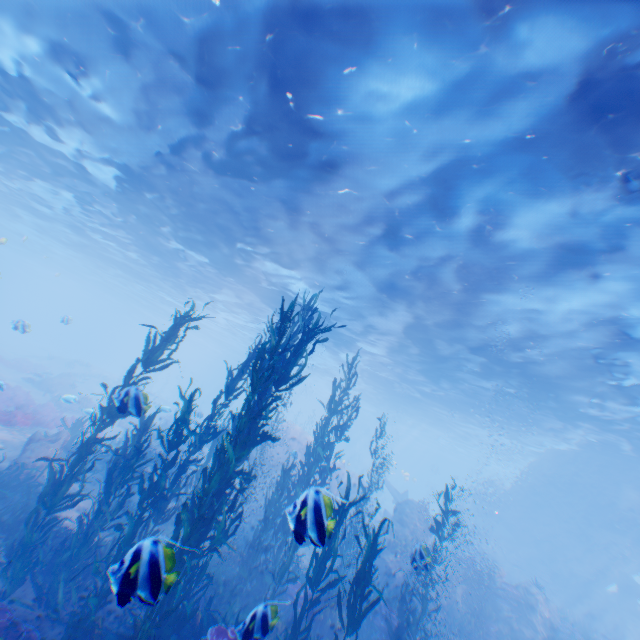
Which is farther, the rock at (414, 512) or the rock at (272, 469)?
the rock at (272, 469)

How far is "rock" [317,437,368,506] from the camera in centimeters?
2309cm

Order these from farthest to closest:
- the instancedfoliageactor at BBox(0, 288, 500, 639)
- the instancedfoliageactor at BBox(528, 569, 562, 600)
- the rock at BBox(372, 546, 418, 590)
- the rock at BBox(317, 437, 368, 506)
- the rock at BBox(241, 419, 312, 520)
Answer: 1. the rock at BBox(317, 437, 368, 506)
2. the rock at BBox(241, 419, 312, 520)
3. the instancedfoliageactor at BBox(528, 569, 562, 600)
4. the rock at BBox(372, 546, 418, 590)
5. the instancedfoliageactor at BBox(0, 288, 500, 639)

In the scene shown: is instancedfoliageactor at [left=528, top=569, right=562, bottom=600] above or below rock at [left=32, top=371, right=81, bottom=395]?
above

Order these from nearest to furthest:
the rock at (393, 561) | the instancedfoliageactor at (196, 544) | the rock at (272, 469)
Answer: the instancedfoliageactor at (196, 544)
the rock at (393, 561)
the rock at (272, 469)

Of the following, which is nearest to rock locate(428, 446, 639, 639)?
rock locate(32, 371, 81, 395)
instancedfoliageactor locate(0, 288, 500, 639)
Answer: instancedfoliageactor locate(0, 288, 500, 639)

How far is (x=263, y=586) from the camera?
9.9 meters
